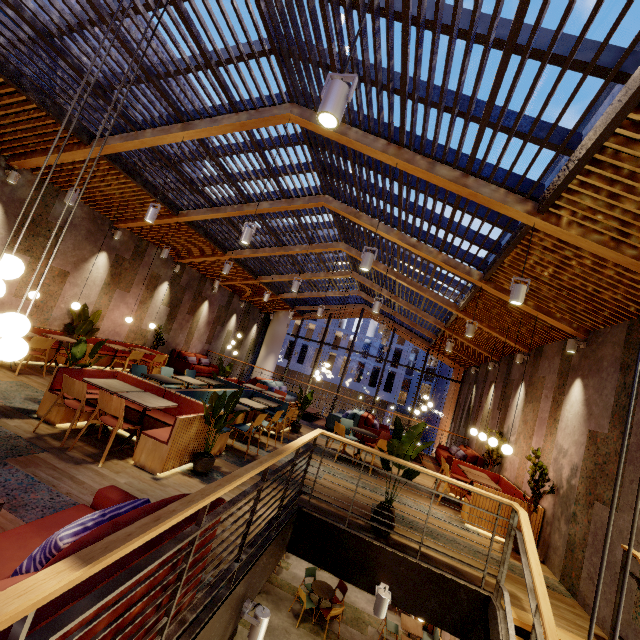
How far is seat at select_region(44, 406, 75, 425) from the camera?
4.83m

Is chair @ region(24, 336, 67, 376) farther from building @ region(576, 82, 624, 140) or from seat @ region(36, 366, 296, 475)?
seat @ region(36, 366, 296, 475)

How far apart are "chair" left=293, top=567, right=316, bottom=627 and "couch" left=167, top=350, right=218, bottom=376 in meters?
8.0

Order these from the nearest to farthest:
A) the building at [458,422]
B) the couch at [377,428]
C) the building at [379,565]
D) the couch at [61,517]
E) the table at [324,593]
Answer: the couch at [61,517] < the building at [379,565] < the building at [458,422] < the table at [324,593] < the couch at [377,428]

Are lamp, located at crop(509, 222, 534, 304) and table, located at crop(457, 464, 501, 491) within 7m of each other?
yes

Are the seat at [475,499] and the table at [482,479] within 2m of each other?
yes

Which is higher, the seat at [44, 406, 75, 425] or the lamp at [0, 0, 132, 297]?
the lamp at [0, 0, 132, 297]

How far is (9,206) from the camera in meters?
7.0 m
